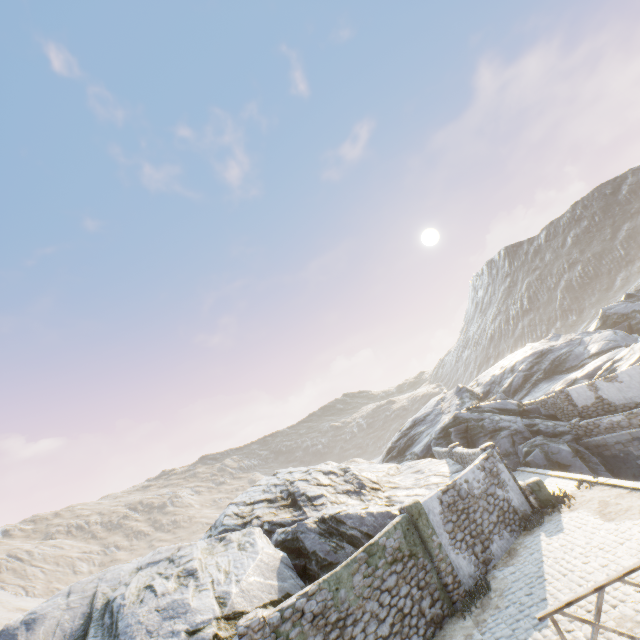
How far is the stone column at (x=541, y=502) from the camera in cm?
1390

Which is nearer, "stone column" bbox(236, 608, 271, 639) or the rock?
"stone column" bbox(236, 608, 271, 639)

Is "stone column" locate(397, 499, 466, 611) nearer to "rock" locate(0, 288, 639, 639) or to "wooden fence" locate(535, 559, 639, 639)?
"rock" locate(0, 288, 639, 639)

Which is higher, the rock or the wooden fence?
the rock

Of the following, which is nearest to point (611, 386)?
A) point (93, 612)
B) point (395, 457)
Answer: point (395, 457)

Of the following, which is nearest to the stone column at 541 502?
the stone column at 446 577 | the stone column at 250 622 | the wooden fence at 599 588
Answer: the stone column at 446 577

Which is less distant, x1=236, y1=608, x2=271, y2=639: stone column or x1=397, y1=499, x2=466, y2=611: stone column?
x1=236, y1=608, x2=271, y2=639: stone column

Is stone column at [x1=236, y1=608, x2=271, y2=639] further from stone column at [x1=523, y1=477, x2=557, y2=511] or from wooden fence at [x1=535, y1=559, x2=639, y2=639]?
stone column at [x1=523, y1=477, x2=557, y2=511]
